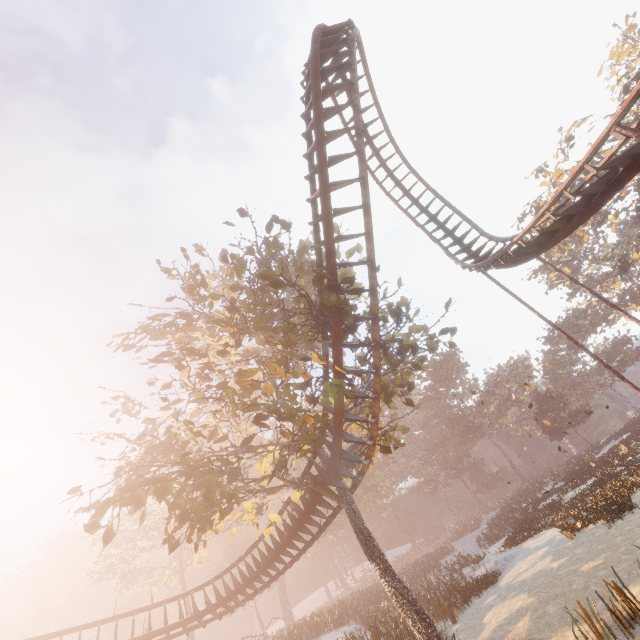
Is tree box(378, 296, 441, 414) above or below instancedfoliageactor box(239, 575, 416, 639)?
above

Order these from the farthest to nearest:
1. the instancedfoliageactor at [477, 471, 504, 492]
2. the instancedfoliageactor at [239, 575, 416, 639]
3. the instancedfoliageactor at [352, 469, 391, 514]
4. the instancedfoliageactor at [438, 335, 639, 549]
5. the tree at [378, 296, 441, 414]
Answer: the instancedfoliageactor at [477, 471, 504, 492] < the instancedfoliageactor at [352, 469, 391, 514] < the instancedfoliageactor at [438, 335, 639, 549] < the instancedfoliageactor at [239, 575, 416, 639] < the tree at [378, 296, 441, 414]

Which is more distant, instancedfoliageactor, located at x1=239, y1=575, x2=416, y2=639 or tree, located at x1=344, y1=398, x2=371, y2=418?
instancedfoliageactor, located at x1=239, y1=575, x2=416, y2=639

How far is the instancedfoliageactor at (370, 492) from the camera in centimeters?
4917cm

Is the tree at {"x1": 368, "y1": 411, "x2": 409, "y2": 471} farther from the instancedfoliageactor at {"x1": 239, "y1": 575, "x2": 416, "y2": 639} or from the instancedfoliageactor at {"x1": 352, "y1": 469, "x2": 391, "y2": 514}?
the instancedfoliageactor at {"x1": 352, "y1": 469, "x2": 391, "y2": 514}

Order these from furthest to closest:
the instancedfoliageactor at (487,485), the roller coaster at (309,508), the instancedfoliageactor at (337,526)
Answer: the instancedfoliageactor at (487,485) → the instancedfoliageactor at (337,526) → the roller coaster at (309,508)

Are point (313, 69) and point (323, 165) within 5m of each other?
yes

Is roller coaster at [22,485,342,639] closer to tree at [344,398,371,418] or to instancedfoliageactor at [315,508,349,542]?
tree at [344,398,371,418]
